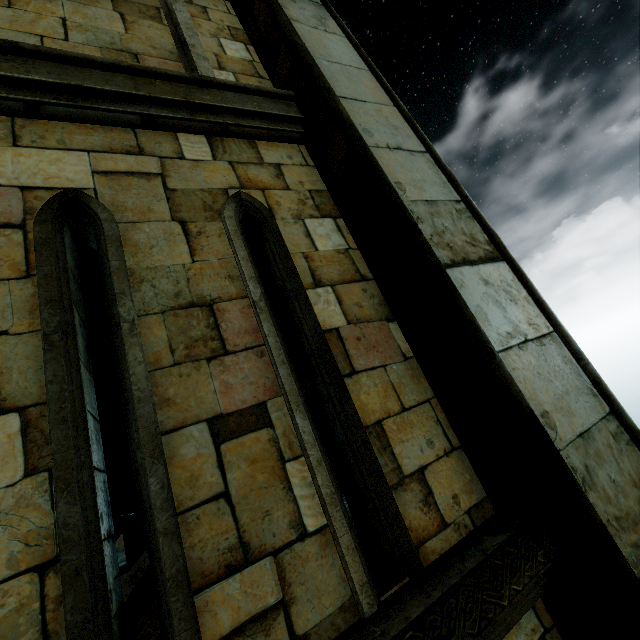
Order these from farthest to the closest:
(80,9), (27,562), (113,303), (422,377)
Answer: (80,9) → (422,377) → (113,303) → (27,562)
